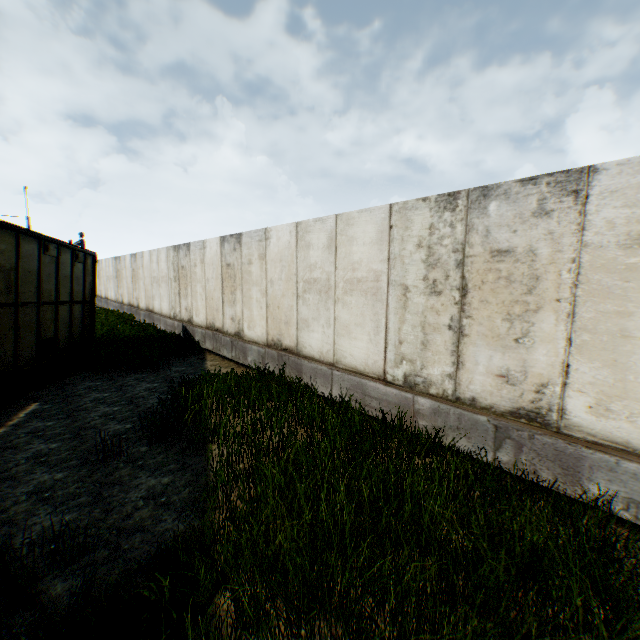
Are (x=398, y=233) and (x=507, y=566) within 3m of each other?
no
